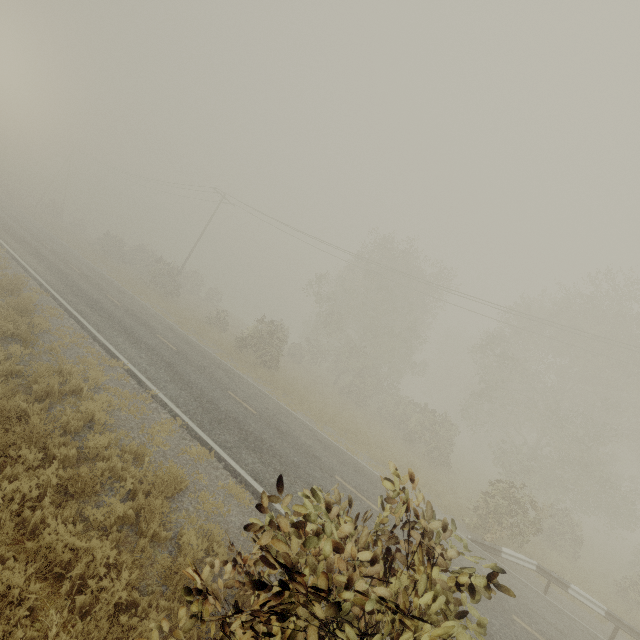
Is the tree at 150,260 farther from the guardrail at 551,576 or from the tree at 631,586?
the guardrail at 551,576

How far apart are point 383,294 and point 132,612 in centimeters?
2711cm

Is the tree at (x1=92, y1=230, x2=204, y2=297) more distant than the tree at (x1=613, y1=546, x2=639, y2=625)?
Yes

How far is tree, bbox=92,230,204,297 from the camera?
31.6m

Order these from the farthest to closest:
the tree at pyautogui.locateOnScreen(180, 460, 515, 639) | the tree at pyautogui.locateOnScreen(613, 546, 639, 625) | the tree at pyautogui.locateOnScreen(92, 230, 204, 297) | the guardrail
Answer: the tree at pyautogui.locateOnScreen(92, 230, 204, 297) → the tree at pyautogui.locateOnScreen(613, 546, 639, 625) → the guardrail → the tree at pyautogui.locateOnScreen(180, 460, 515, 639)

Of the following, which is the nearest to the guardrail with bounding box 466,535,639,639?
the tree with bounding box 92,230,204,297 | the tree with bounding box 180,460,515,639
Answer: the tree with bounding box 180,460,515,639

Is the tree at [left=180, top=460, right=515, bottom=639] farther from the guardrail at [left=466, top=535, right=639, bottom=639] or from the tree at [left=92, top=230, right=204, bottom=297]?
the guardrail at [left=466, top=535, right=639, bottom=639]
